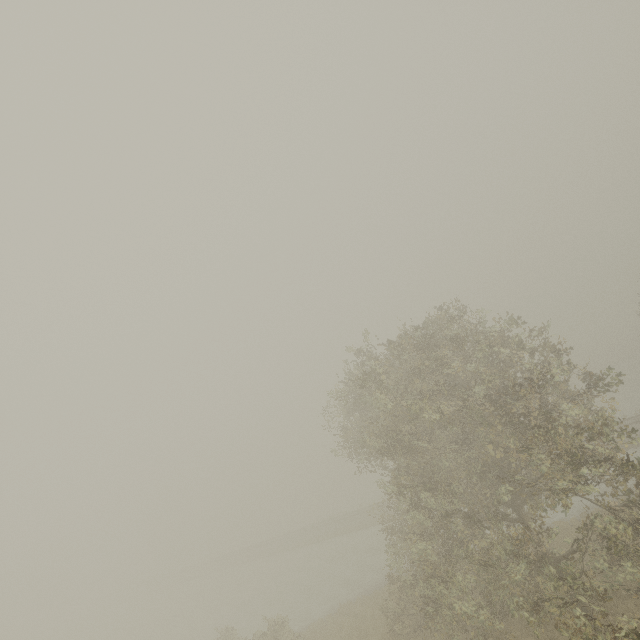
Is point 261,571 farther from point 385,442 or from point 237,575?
point 385,442
